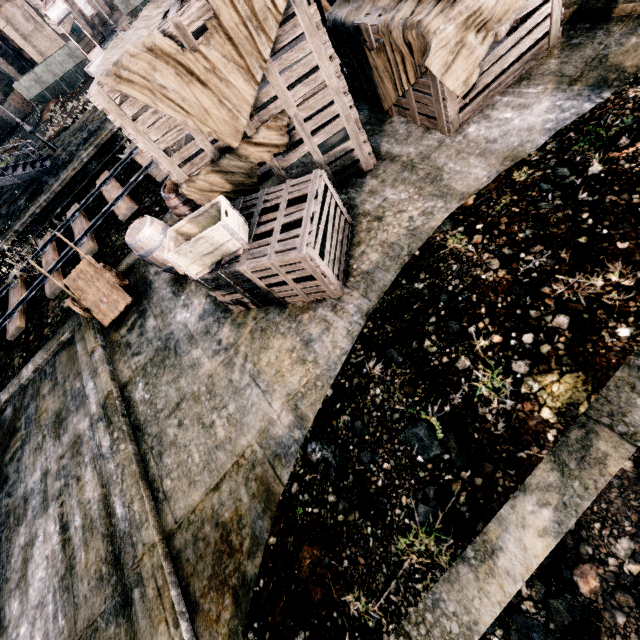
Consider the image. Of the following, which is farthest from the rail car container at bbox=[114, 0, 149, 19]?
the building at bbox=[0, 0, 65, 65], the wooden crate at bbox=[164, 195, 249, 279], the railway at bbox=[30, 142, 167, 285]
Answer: the building at bbox=[0, 0, 65, 65]

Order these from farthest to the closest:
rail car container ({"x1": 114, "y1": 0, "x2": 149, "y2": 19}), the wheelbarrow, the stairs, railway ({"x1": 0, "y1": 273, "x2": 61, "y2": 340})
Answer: rail car container ({"x1": 114, "y1": 0, "x2": 149, "y2": 19}) < the stairs < railway ({"x1": 0, "y1": 273, "x2": 61, "y2": 340}) < the wheelbarrow

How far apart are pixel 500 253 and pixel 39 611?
9.3m

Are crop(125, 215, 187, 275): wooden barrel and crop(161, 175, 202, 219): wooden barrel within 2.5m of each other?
yes

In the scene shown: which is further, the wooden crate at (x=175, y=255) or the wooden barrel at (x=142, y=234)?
the wooden barrel at (x=142, y=234)

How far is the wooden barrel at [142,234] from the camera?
6.92m

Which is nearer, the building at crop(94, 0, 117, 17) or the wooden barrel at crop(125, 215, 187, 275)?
the wooden barrel at crop(125, 215, 187, 275)

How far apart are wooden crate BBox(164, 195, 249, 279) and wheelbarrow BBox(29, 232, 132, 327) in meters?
3.7
